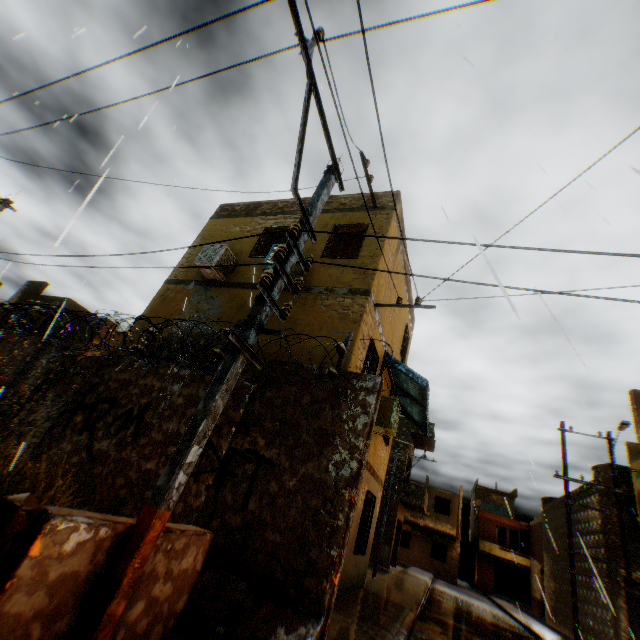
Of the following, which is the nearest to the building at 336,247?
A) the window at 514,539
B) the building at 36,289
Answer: the window at 514,539

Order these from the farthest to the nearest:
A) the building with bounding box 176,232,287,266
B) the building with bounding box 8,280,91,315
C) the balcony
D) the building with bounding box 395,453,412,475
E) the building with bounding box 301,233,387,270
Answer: the balcony
the building with bounding box 395,453,412,475
the building with bounding box 8,280,91,315
the building with bounding box 176,232,287,266
the building with bounding box 301,233,387,270

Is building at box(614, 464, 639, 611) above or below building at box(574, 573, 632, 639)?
above

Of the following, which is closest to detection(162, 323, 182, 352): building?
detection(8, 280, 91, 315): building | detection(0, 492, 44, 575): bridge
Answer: detection(8, 280, 91, 315): building

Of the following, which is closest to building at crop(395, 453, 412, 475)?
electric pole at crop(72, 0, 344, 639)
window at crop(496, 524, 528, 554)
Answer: window at crop(496, 524, 528, 554)

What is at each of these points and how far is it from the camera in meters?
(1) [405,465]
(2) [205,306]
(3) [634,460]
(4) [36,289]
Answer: (1) building, 23.6
(2) building, 9.2
(3) building, 16.4
(4) building, 20.3

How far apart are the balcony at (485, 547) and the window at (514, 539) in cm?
136

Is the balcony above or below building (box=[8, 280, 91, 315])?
below
